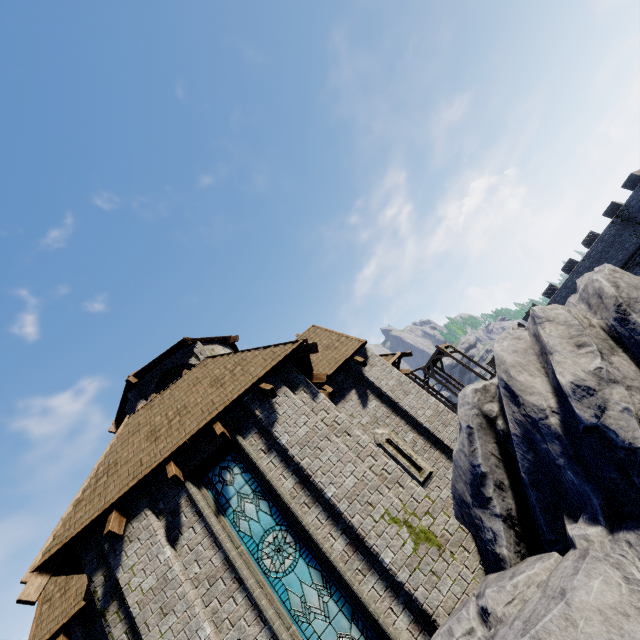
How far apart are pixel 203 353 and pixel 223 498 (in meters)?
7.56

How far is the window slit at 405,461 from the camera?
9.4 meters

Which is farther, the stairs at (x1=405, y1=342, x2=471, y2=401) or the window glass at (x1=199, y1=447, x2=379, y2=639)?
the stairs at (x1=405, y1=342, x2=471, y2=401)

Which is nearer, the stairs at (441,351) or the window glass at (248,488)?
the window glass at (248,488)

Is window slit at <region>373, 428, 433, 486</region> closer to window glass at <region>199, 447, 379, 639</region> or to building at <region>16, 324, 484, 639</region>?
building at <region>16, 324, 484, 639</region>

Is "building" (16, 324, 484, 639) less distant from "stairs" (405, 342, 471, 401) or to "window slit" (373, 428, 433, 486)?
"window slit" (373, 428, 433, 486)
